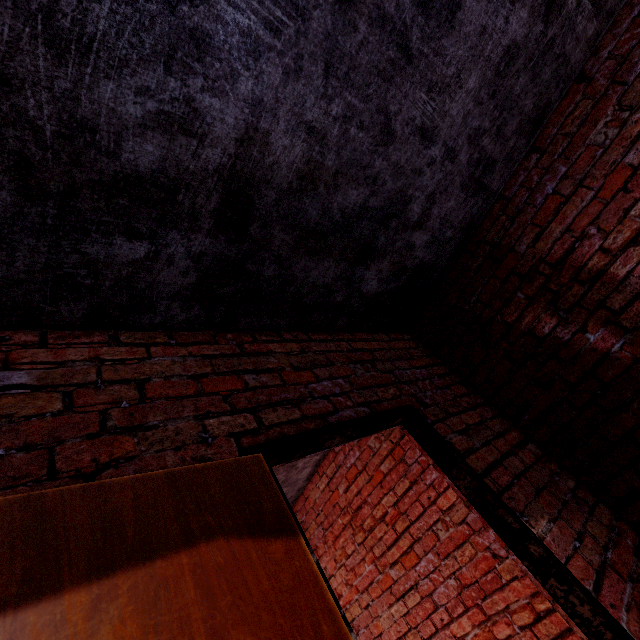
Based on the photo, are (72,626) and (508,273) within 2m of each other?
no

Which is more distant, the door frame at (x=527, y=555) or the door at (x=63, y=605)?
the door frame at (x=527, y=555)

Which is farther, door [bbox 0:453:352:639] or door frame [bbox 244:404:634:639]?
door frame [bbox 244:404:634:639]
